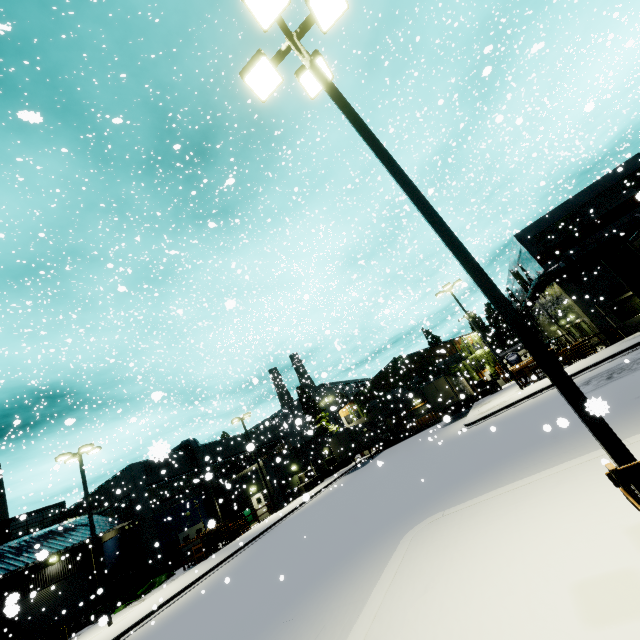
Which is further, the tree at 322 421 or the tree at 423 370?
the tree at 322 421

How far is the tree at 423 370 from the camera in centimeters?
4544cm

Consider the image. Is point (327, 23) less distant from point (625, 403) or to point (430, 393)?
point (625, 403)

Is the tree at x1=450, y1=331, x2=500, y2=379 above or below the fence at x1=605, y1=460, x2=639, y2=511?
above

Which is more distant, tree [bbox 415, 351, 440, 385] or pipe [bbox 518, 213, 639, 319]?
tree [bbox 415, 351, 440, 385]

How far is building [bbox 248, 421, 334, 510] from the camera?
32.3m

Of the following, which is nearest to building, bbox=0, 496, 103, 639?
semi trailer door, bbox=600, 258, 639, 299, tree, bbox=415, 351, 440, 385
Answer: tree, bbox=415, 351, 440, 385

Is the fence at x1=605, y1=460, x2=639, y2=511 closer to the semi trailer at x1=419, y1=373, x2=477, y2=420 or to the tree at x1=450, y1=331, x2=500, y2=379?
the semi trailer at x1=419, y1=373, x2=477, y2=420
